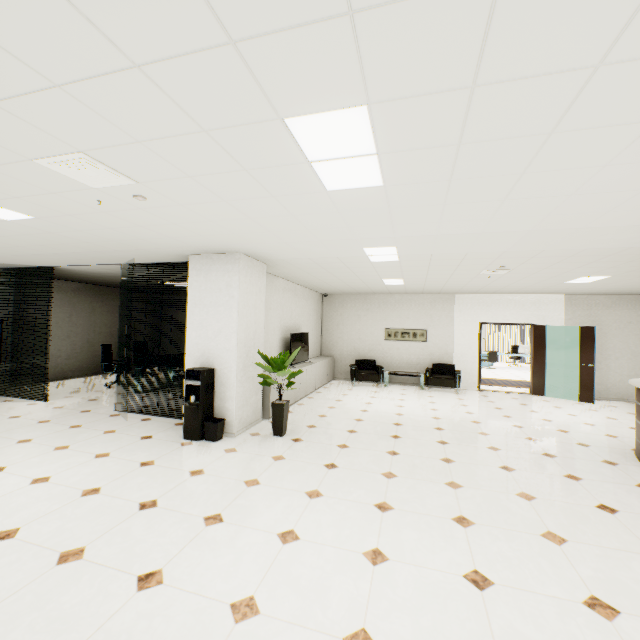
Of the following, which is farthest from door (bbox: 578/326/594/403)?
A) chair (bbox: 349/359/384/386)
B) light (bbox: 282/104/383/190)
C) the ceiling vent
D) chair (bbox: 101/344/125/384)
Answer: chair (bbox: 101/344/125/384)

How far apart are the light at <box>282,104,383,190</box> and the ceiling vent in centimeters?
153cm

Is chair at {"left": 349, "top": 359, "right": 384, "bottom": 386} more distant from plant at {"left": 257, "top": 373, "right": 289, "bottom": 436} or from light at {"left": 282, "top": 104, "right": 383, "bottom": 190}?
light at {"left": 282, "top": 104, "right": 383, "bottom": 190}

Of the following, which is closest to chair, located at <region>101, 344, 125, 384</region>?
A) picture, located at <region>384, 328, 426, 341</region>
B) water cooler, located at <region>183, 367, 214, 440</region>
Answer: water cooler, located at <region>183, 367, 214, 440</region>

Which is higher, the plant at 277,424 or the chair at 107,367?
the chair at 107,367

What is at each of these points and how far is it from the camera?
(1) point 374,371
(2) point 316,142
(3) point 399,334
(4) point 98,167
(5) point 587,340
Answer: (1) chair, 10.31m
(2) light, 2.04m
(3) picture, 10.71m
(4) ceiling vent, 2.46m
(5) door, 8.66m

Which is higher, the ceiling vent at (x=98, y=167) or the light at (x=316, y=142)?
the light at (x=316, y=142)

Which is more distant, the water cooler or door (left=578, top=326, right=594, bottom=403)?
door (left=578, top=326, right=594, bottom=403)
